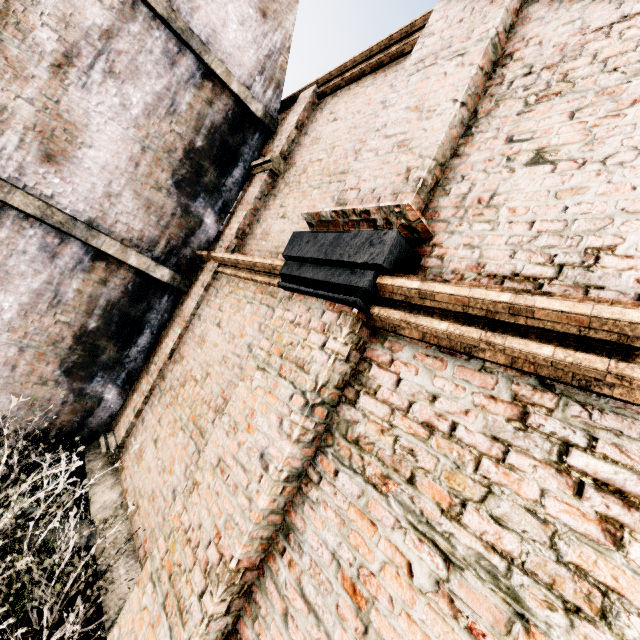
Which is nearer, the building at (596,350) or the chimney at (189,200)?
the building at (596,350)

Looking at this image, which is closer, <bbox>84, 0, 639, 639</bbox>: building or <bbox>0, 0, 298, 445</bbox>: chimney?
<bbox>84, 0, 639, 639</bbox>: building

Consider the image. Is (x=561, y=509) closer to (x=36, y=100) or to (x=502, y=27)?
(x=502, y=27)
